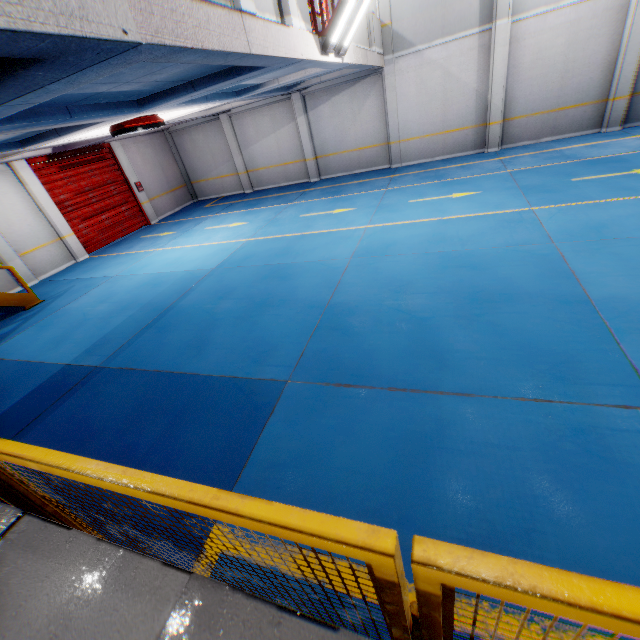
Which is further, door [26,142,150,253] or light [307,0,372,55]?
door [26,142,150,253]

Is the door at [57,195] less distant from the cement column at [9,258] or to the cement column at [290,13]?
the cement column at [9,258]

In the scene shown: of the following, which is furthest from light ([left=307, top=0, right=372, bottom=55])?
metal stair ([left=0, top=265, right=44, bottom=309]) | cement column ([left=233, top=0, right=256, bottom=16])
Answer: metal stair ([left=0, top=265, right=44, bottom=309])

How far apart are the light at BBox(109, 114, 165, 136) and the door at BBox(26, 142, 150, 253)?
5.5 meters

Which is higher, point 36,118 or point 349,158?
point 36,118

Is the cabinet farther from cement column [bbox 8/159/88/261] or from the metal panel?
cement column [bbox 8/159/88/261]

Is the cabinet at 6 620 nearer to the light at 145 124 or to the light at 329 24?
the light at 329 24

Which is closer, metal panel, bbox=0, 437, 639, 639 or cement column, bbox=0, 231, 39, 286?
metal panel, bbox=0, 437, 639, 639
